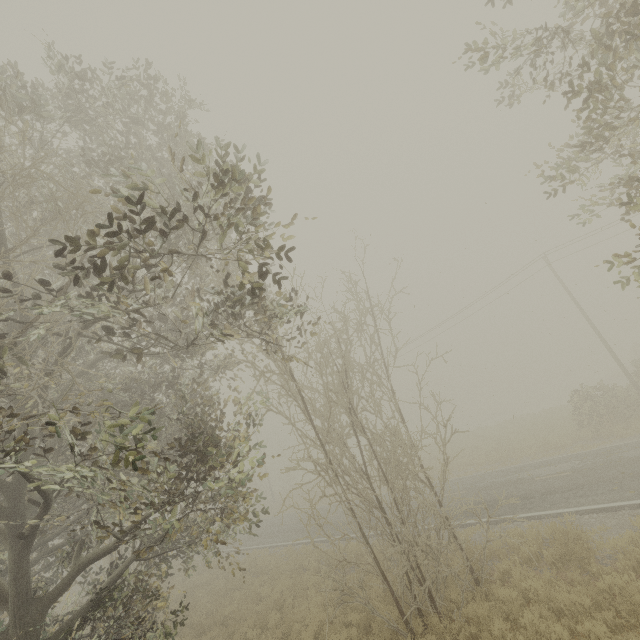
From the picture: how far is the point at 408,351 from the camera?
33.4 meters
